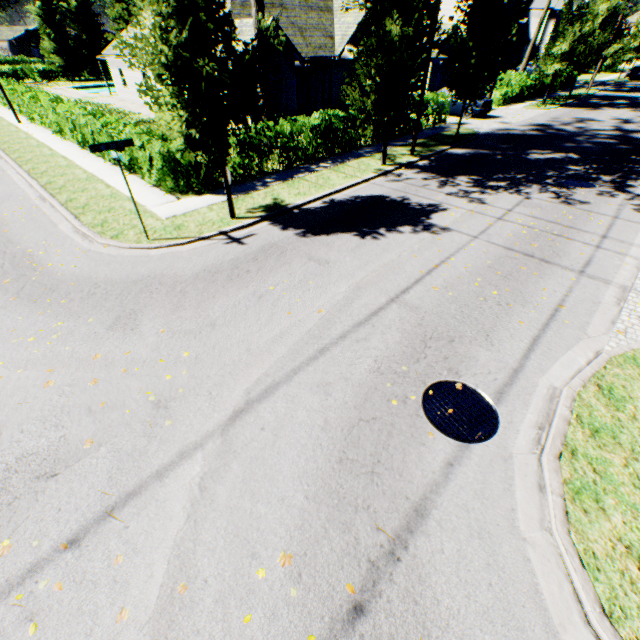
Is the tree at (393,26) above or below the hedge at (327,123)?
above

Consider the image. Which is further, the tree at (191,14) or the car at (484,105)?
the car at (484,105)

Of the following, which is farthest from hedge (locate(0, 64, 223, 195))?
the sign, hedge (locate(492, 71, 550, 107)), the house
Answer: the house

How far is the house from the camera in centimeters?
4959cm

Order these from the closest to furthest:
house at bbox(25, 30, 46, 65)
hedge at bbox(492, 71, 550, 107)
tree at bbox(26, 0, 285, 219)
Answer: tree at bbox(26, 0, 285, 219), hedge at bbox(492, 71, 550, 107), house at bbox(25, 30, 46, 65)

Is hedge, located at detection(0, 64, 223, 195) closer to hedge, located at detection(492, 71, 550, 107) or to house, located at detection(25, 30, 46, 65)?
hedge, located at detection(492, 71, 550, 107)

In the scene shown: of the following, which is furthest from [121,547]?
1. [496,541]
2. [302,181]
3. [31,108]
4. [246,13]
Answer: [246,13]

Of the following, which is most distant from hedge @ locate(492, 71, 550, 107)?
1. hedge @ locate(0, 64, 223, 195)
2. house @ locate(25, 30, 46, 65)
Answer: house @ locate(25, 30, 46, 65)
